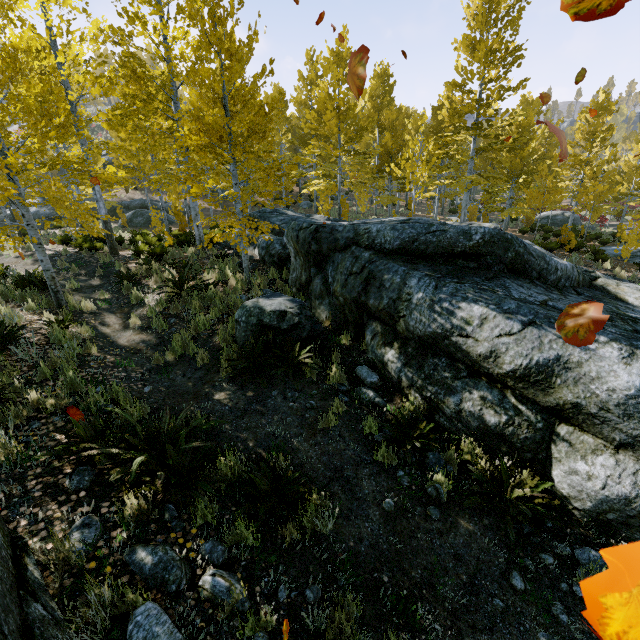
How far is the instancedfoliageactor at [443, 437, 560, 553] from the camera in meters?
3.8

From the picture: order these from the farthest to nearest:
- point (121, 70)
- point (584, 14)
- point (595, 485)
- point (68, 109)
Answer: point (121, 70) < point (68, 109) < point (595, 485) < point (584, 14)

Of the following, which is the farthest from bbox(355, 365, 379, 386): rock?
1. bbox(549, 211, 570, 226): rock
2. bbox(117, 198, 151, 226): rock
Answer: bbox(549, 211, 570, 226): rock

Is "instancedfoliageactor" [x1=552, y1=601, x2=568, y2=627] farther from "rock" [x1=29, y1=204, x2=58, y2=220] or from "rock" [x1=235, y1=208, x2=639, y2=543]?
"rock" [x1=29, y1=204, x2=58, y2=220]

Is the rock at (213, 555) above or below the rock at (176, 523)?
below

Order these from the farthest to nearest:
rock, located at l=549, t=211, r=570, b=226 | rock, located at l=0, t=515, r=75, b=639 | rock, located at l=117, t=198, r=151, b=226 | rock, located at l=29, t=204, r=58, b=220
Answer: Answer:
rock, located at l=549, t=211, r=570, b=226
rock, located at l=117, t=198, r=151, b=226
rock, located at l=29, t=204, r=58, b=220
rock, located at l=0, t=515, r=75, b=639

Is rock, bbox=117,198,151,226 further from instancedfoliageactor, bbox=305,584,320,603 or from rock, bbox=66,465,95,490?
rock, bbox=66,465,95,490

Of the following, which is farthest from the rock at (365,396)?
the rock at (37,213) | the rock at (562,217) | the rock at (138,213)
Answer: the rock at (562,217)
